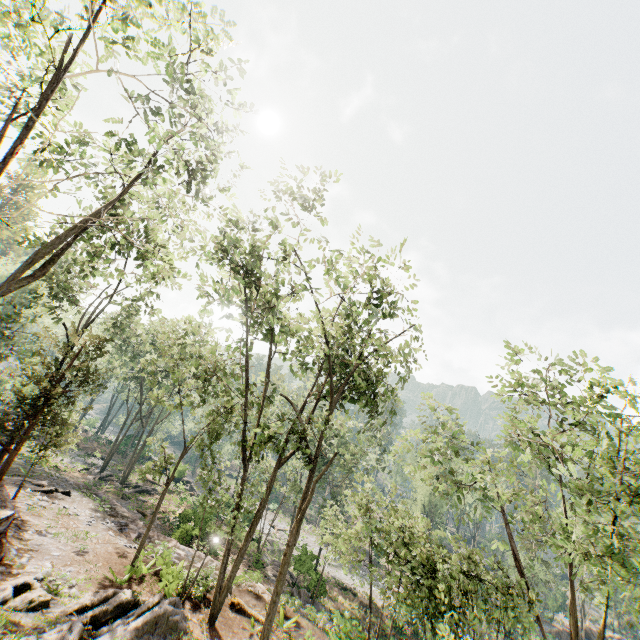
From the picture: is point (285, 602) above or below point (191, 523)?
above

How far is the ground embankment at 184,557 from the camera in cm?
1675

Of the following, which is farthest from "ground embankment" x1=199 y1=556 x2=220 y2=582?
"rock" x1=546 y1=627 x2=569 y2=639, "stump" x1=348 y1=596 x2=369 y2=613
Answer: "rock" x1=546 y1=627 x2=569 y2=639

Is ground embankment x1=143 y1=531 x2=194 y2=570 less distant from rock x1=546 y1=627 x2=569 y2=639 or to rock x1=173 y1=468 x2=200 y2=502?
rock x1=173 y1=468 x2=200 y2=502

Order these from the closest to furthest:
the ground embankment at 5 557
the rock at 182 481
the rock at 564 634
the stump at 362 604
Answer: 1. the ground embankment at 5 557
2. the stump at 362 604
3. the rock at 182 481
4. the rock at 564 634

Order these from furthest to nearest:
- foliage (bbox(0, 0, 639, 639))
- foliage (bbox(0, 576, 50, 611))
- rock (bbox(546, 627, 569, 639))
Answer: rock (bbox(546, 627, 569, 639))
foliage (bbox(0, 0, 639, 639))
foliage (bbox(0, 576, 50, 611))

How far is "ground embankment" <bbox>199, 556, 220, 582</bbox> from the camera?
15.7m

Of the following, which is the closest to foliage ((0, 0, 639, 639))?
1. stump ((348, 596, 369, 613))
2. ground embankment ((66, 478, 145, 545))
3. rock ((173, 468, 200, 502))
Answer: rock ((173, 468, 200, 502))
